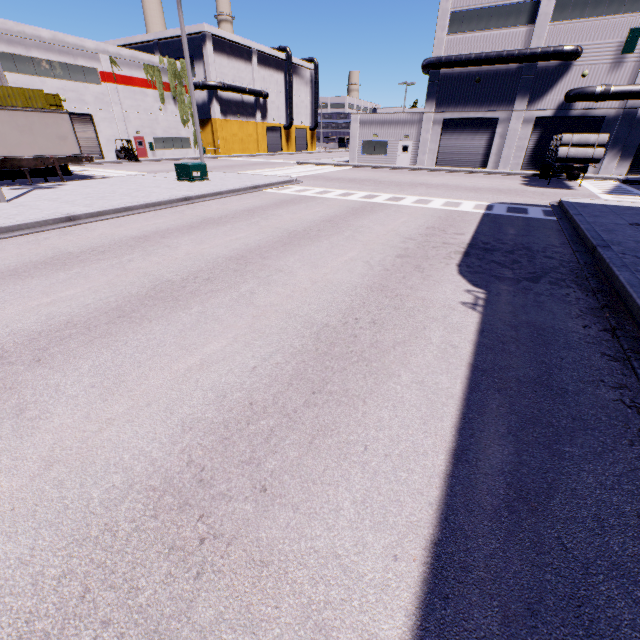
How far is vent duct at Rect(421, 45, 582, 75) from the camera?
25.6m

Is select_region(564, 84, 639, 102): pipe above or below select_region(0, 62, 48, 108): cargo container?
above

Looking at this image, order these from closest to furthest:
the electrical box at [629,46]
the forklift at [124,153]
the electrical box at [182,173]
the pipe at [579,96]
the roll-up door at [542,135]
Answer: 1. the electrical box at [182,173]
2. the electrical box at [629,46]
3. the pipe at [579,96]
4. the roll-up door at [542,135]
5. the forklift at [124,153]

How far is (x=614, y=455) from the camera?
3.1 meters

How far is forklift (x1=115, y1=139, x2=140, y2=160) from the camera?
36.2 meters

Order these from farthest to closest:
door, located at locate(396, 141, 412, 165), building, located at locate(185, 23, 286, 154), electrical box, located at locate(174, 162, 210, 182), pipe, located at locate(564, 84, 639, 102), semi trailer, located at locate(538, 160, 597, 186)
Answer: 1. building, located at locate(185, 23, 286, 154)
2. door, located at locate(396, 141, 412, 165)
3. pipe, located at locate(564, 84, 639, 102)
4. semi trailer, located at locate(538, 160, 597, 186)
5. electrical box, located at locate(174, 162, 210, 182)

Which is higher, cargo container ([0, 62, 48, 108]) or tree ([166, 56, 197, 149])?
tree ([166, 56, 197, 149])

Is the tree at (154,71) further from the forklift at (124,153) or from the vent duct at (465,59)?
the forklift at (124,153)
